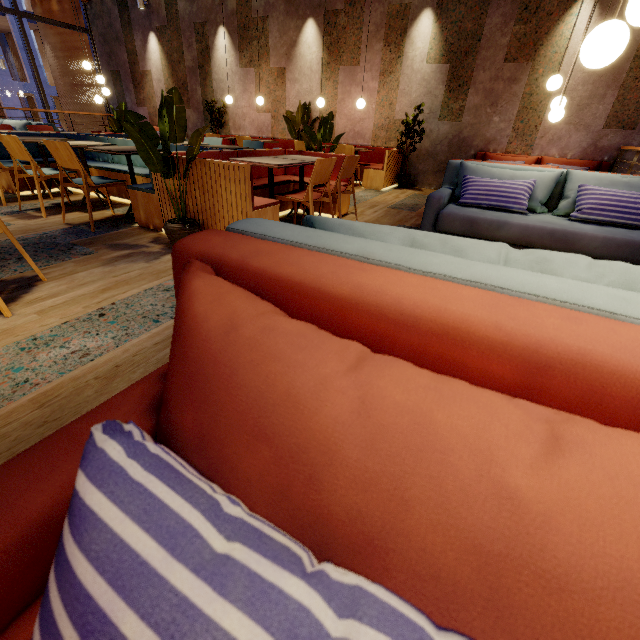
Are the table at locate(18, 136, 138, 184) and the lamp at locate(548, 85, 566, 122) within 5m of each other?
no

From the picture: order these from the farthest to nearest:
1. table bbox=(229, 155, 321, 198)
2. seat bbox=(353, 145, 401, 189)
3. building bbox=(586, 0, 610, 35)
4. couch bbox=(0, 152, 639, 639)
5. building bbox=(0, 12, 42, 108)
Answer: building bbox=(0, 12, 42, 108) < seat bbox=(353, 145, 401, 189) < building bbox=(586, 0, 610, 35) < table bbox=(229, 155, 321, 198) < couch bbox=(0, 152, 639, 639)

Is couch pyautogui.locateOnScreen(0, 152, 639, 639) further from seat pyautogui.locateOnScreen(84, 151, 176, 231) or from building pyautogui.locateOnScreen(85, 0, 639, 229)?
seat pyautogui.locateOnScreen(84, 151, 176, 231)

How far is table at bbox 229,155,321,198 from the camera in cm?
329

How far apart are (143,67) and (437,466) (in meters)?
13.91

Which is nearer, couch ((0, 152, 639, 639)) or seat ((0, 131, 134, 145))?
Result: couch ((0, 152, 639, 639))

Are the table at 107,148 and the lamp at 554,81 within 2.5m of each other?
no

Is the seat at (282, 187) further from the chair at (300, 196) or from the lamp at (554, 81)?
the lamp at (554, 81)
